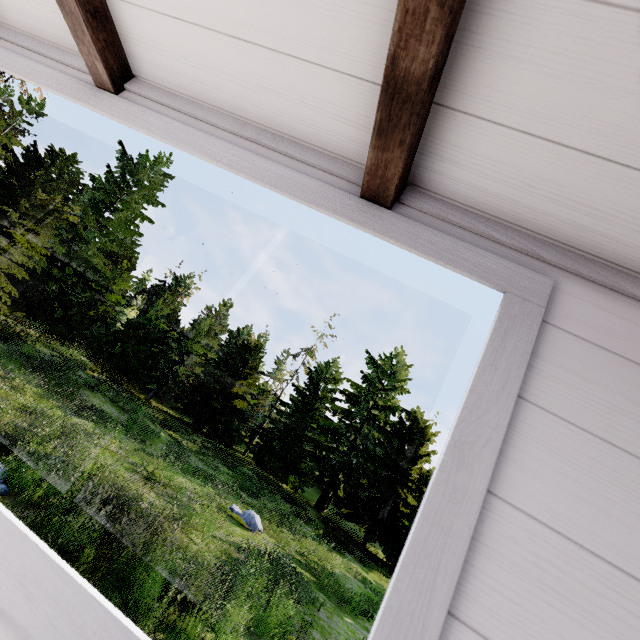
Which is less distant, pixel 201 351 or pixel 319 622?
pixel 319 622
